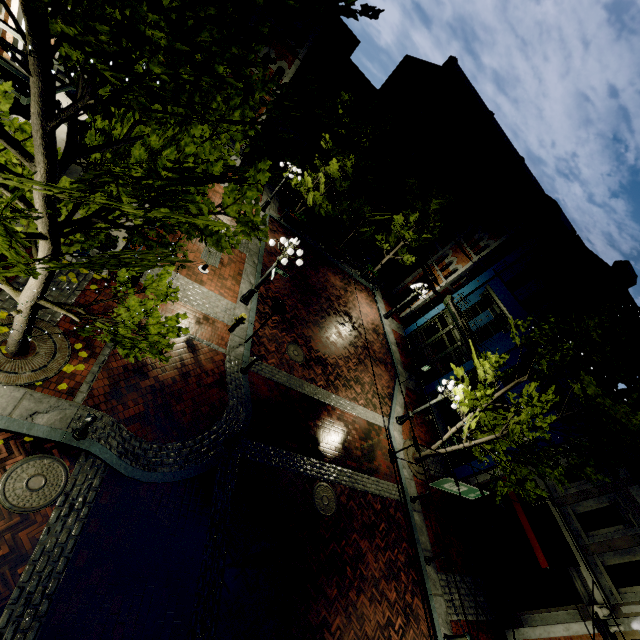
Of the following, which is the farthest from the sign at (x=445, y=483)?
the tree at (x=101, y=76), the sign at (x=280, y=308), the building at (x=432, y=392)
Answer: the building at (x=432, y=392)

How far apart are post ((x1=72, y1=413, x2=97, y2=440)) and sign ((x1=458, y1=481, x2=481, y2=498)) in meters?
7.0 m

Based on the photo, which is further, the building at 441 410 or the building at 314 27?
the building at 441 410

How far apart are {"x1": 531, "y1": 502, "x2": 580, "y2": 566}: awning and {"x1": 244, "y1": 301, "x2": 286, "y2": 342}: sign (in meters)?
11.25

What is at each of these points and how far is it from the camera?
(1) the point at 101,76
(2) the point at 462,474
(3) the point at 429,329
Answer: (1) tree, 2.5m
(2) building, 15.8m
(3) building, 22.1m

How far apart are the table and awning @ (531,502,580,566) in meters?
20.2

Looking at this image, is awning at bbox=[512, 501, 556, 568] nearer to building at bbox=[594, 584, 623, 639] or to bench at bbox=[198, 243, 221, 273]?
building at bbox=[594, 584, 623, 639]

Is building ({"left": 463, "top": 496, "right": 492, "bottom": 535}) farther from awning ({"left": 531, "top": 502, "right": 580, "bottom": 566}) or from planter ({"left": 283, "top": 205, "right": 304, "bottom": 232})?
planter ({"left": 283, "top": 205, "right": 304, "bottom": 232})
